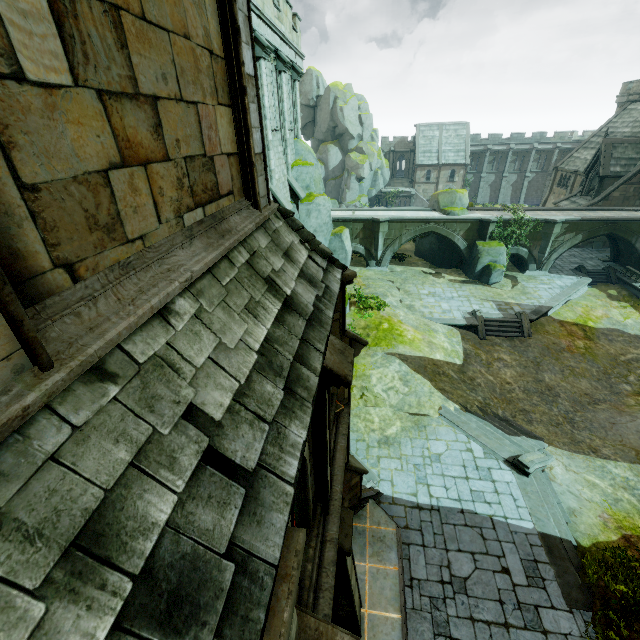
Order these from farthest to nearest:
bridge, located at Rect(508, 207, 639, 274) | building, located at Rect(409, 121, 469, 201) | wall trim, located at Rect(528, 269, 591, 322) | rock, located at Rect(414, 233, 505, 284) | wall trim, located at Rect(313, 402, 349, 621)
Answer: building, located at Rect(409, 121, 469, 201) → rock, located at Rect(414, 233, 505, 284) → bridge, located at Rect(508, 207, 639, 274) → wall trim, located at Rect(528, 269, 591, 322) → wall trim, located at Rect(313, 402, 349, 621)

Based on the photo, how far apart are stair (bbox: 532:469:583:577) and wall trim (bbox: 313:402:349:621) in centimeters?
900cm

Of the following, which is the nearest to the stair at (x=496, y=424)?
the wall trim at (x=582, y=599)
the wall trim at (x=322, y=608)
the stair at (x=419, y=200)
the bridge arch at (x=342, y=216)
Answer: the wall trim at (x=582, y=599)

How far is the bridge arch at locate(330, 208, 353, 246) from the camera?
29.4 meters

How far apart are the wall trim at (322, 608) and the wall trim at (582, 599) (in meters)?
8.43

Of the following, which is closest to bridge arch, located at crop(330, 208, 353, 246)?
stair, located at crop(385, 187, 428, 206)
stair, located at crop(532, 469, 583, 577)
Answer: stair, located at crop(532, 469, 583, 577)

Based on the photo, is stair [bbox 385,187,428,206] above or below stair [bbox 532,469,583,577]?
above

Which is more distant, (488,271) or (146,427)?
(488,271)
